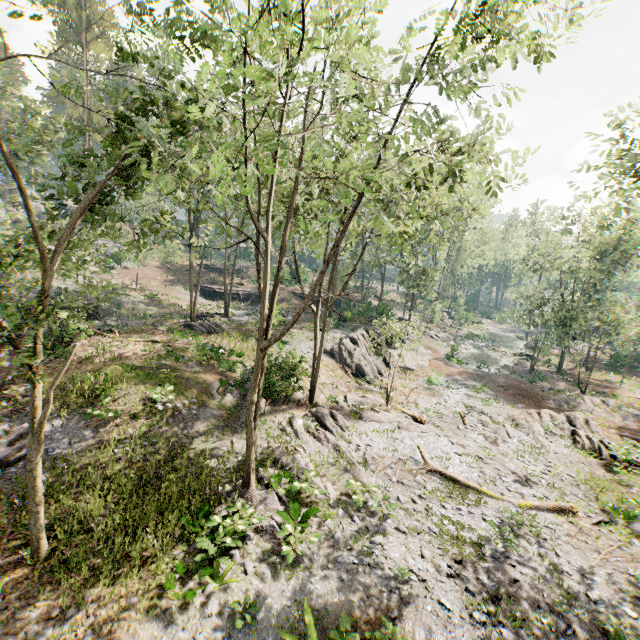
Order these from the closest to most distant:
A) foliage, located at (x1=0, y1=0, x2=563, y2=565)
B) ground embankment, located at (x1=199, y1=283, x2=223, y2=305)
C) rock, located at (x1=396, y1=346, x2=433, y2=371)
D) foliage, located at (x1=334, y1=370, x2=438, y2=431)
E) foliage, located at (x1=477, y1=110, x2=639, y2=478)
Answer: foliage, located at (x1=0, y1=0, x2=563, y2=565) → foliage, located at (x1=477, y1=110, x2=639, y2=478) → foliage, located at (x1=334, y1=370, x2=438, y2=431) → rock, located at (x1=396, y1=346, x2=433, y2=371) → ground embankment, located at (x1=199, y1=283, x2=223, y2=305)

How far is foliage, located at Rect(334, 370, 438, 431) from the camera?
19.1m

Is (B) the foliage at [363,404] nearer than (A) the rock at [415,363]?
Yes

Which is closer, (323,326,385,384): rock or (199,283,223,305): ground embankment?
(323,326,385,384): rock

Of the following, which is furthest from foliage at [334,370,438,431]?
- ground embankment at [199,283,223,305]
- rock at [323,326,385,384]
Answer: ground embankment at [199,283,223,305]

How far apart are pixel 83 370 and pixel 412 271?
18.9m

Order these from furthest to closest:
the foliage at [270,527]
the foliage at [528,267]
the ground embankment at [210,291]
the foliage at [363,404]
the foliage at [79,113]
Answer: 1. the ground embankment at [210,291]
2. the foliage at [363,404]
3. the foliage at [528,267]
4. the foliage at [270,527]
5. the foliage at [79,113]

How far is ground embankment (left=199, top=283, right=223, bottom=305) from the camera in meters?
42.3 m
